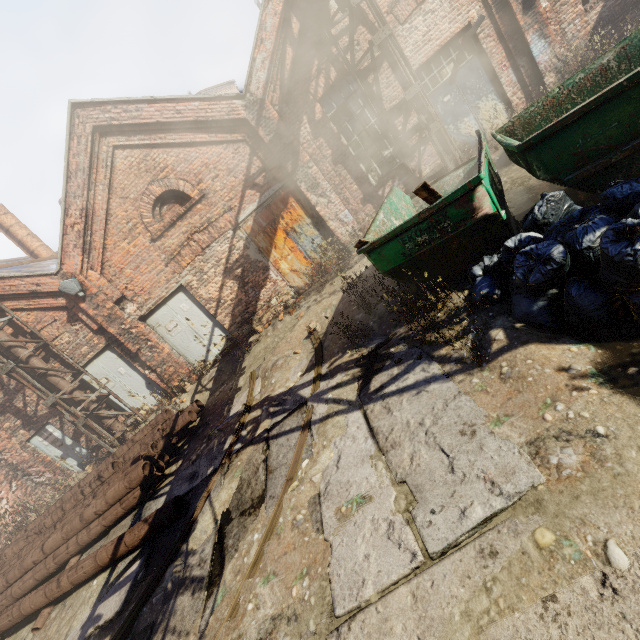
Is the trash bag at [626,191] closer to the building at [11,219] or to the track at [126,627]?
the track at [126,627]

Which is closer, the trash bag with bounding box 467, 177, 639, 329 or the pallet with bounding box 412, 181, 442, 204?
the trash bag with bounding box 467, 177, 639, 329

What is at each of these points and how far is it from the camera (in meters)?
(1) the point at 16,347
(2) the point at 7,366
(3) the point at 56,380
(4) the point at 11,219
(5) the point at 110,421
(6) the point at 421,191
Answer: (1) pipe, 8.98
(2) scaffolding, 8.56
(3) pipe, 9.35
(4) building, 14.27
(5) pipe, 9.92
(6) pallet, 3.69

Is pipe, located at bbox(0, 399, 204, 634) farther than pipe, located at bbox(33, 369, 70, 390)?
No

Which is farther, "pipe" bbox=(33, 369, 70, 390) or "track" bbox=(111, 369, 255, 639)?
"pipe" bbox=(33, 369, 70, 390)

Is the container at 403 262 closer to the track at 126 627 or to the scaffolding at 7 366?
the track at 126 627

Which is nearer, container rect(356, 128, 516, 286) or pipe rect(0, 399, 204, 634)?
container rect(356, 128, 516, 286)

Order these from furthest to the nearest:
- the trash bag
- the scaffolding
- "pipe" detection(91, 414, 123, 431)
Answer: "pipe" detection(91, 414, 123, 431)
the scaffolding
the trash bag
